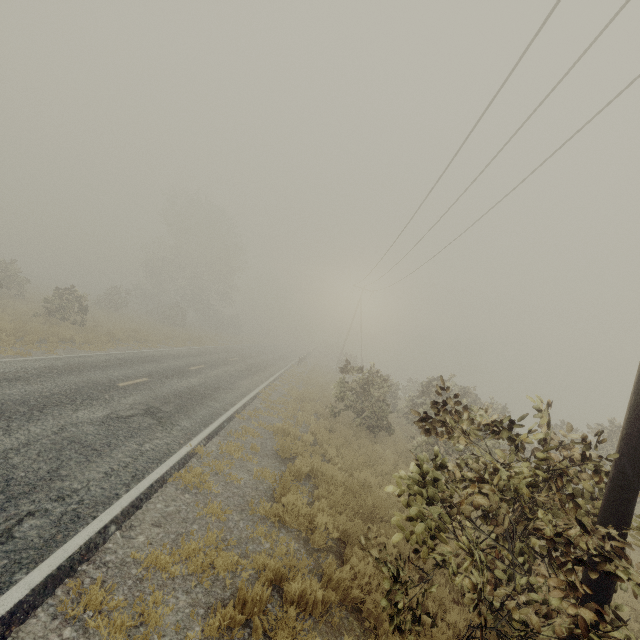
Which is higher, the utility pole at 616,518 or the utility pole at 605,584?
the utility pole at 616,518

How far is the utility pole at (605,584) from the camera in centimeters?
354cm

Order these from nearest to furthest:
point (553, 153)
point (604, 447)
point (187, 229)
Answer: point (553, 153) → point (604, 447) → point (187, 229)

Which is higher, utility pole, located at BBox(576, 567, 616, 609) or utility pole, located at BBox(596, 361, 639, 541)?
utility pole, located at BBox(596, 361, 639, 541)

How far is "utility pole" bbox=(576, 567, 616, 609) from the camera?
3.5 meters
